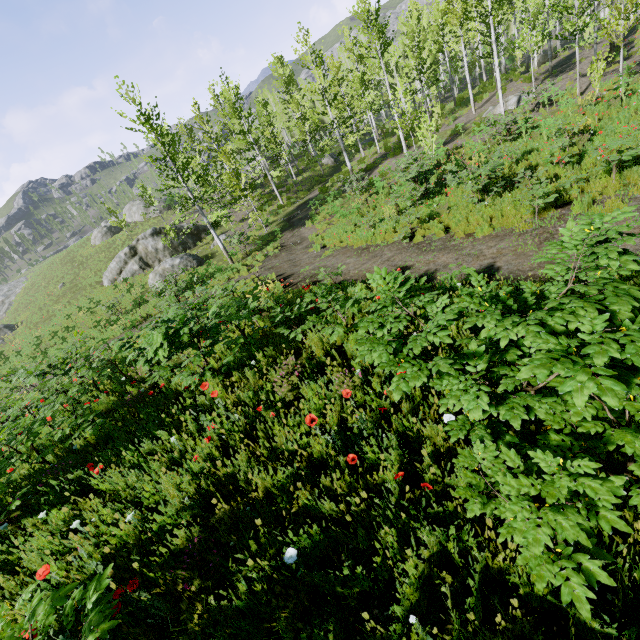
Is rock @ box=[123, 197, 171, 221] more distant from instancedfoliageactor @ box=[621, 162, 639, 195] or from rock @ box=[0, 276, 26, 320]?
rock @ box=[0, 276, 26, 320]

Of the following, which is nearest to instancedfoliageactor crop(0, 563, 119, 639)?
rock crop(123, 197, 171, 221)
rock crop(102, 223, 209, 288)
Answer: rock crop(123, 197, 171, 221)

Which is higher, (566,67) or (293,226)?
(566,67)

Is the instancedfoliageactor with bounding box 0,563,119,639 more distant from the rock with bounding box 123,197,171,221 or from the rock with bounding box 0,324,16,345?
the rock with bounding box 0,324,16,345

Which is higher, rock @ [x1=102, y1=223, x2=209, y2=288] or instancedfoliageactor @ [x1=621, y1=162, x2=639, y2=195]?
rock @ [x1=102, y1=223, x2=209, y2=288]

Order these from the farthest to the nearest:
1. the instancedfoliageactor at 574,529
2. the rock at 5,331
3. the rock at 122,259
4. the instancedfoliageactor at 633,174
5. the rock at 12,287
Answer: the rock at 12,287 → the rock at 5,331 → the rock at 122,259 → the instancedfoliageactor at 633,174 → the instancedfoliageactor at 574,529

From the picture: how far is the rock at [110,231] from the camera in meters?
41.9

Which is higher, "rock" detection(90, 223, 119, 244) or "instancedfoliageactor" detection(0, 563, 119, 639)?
"rock" detection(90, 223, 119, 244)
